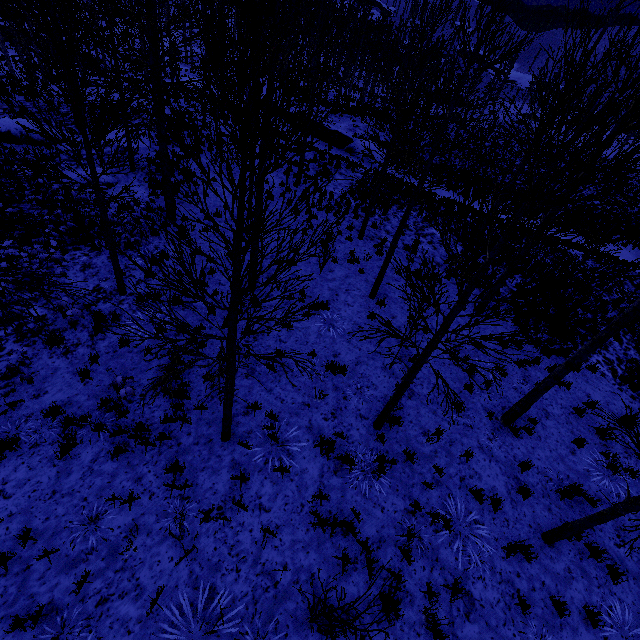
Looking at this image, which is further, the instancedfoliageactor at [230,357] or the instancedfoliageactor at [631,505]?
the instancedfoliageactor at [631,505]

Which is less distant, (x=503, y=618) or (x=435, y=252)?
(x=503, y=618)

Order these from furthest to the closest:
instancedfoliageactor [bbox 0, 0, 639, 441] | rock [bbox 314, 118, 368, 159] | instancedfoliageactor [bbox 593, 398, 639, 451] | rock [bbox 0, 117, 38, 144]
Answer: rock [bbox 314, 118, 368, 159] → rock [bbox 0, 117, 38, 144] → instancedfoliageactor [bbox 593, 398, 639, 451] → instancedfoliageactor [bbox 0, 0, 639, 441]

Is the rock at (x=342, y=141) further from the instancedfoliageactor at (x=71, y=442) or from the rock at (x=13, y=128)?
the rock at (x=13, y=128)

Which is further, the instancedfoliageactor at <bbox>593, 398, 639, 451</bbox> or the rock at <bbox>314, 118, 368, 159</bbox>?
the rock at <bbox>314, 118, 368, 159</bbox>

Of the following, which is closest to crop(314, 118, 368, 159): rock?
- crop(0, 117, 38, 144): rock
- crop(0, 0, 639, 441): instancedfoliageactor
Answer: crop(0, 0, 639, 441): instancedfoliageactor

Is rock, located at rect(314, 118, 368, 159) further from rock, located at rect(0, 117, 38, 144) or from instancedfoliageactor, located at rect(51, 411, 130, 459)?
rock, located at rect(0, 117, 38, 144)

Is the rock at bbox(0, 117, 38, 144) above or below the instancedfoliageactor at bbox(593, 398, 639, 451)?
below
